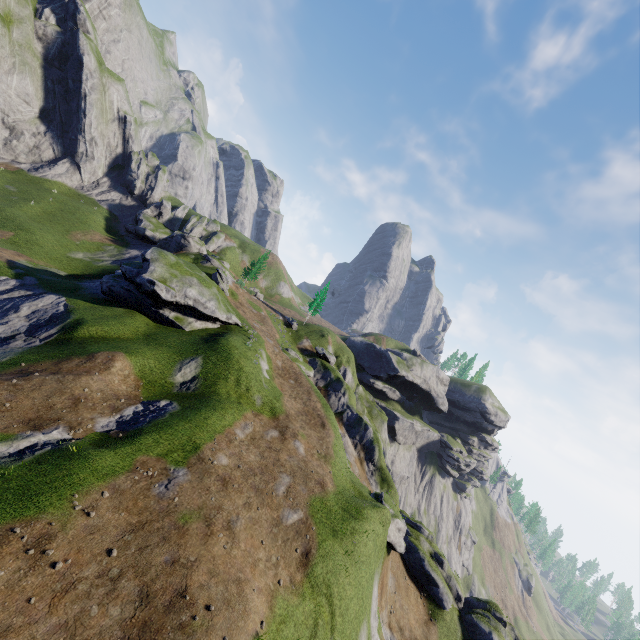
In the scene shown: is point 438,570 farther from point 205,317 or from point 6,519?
point 205,317
